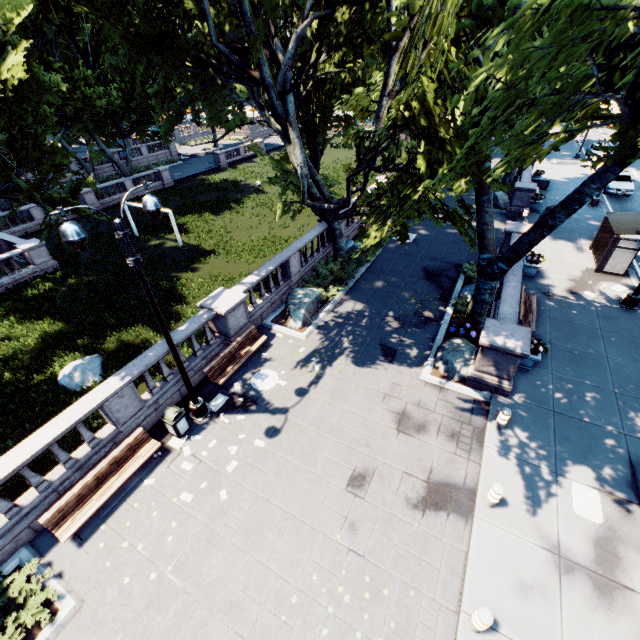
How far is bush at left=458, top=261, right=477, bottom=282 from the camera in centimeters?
1704cm

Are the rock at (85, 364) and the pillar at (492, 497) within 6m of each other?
no

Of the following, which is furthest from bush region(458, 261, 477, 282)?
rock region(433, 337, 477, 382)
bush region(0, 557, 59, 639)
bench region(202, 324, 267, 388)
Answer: bush region(0, 557, 59, 639)

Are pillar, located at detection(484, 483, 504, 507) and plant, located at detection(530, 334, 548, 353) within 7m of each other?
yes

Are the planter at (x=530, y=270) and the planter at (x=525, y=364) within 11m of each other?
yes

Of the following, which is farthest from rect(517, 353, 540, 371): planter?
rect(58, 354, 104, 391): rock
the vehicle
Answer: the vehicle

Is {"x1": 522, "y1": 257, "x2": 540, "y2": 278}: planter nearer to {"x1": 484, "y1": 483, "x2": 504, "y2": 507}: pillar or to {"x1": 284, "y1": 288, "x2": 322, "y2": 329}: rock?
{"x1": 284, "y1": 288, "x2": 322, "y2": 329}: rock

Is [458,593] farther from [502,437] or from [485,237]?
[485,237]
